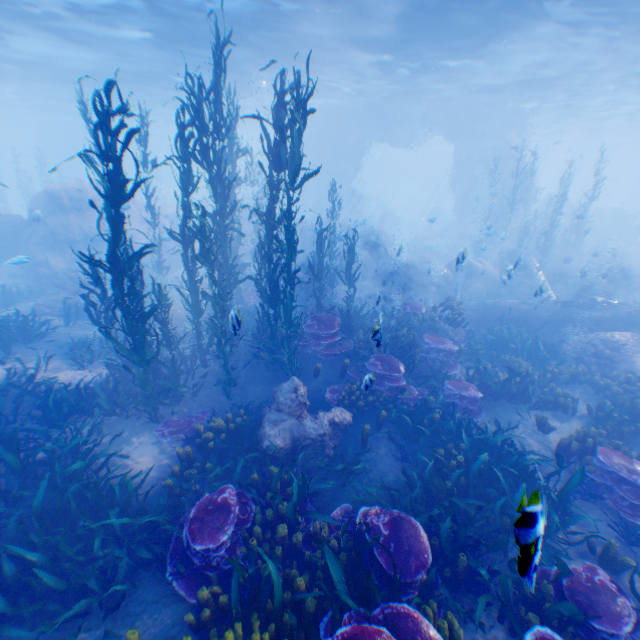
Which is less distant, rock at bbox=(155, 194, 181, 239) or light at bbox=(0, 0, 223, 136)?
light at bbox=(0, 0, 223, 136)

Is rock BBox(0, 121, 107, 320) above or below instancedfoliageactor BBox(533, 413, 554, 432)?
above

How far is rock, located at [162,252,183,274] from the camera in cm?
2060

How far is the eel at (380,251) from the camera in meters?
19.0 m

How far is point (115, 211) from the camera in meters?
6.1 m

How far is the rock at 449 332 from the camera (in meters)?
12.09

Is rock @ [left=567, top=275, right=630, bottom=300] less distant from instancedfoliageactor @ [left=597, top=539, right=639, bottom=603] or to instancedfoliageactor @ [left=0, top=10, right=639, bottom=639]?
instancedfoliageactor @ [left=0, top=10, right=639, bottom=639]

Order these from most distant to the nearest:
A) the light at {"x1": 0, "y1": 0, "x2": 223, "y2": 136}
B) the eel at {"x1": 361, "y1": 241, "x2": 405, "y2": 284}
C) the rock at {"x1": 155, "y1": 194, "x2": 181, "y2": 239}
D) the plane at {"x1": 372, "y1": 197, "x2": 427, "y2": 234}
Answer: the plane at {"x1": 372, "y1": 197, "x2": 427, "y2": 234}, the rock at {"x1": 155, "y1": 194, "x2": 181, "y2": 239}, the eel at {"x1": 361, "y1": 241, "x2": 405, "y2": 284}, the light at {"x1": 0, "y1": 0, "x2": 223, "y2": 136}
